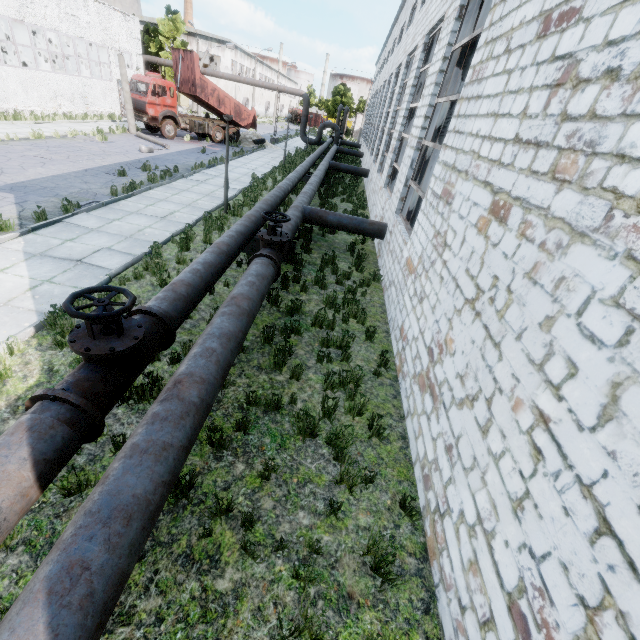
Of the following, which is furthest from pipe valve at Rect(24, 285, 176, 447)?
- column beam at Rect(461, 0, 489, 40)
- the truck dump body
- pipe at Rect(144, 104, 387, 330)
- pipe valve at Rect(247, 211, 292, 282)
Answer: the truck dump body

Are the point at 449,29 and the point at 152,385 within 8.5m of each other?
no

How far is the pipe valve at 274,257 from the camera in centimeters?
679cm

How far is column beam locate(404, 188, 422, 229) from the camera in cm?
1040

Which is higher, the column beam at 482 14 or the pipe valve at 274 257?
the column beam at 482 14

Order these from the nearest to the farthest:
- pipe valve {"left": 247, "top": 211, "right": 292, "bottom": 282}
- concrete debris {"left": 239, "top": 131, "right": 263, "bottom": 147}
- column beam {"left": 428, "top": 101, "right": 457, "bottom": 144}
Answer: pipe valve {"left": 247, "top": 211, "right": 292, "bottom": 282}, column beam {"left": 428, "top": 101, "right": 457, "bottom": 144}, concrete debris {"left": 239, "top": 131, "right": 263, "bottom": 147}

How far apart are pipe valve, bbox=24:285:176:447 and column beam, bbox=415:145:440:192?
8.50m
